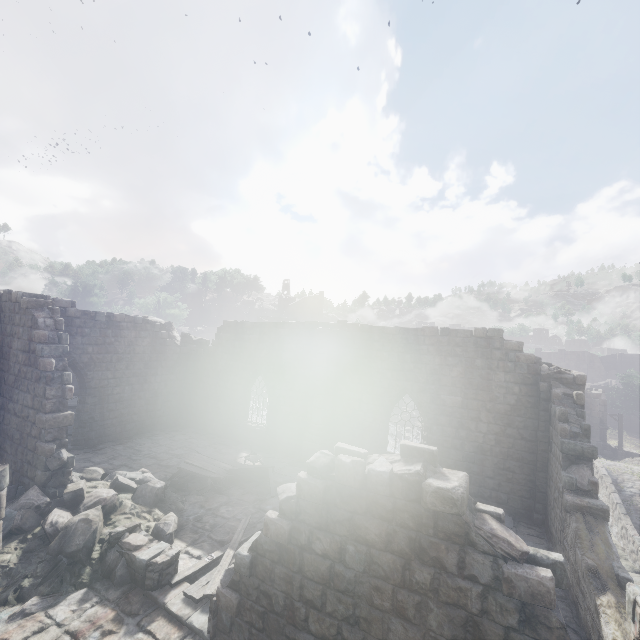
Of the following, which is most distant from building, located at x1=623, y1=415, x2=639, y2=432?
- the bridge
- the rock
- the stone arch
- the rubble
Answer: the bridge

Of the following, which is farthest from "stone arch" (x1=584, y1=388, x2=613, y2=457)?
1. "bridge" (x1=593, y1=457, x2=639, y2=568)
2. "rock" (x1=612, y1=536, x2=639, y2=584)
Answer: "bridge" (x1=593, y1=457, x2=639, y2=568)

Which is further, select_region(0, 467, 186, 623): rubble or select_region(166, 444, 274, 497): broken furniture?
select_region(166, 444, 274, 497): broken furniture

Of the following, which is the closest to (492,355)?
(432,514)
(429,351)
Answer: (429,351)

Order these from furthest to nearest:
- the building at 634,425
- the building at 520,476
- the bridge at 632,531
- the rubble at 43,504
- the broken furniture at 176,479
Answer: the building at 634,425, the bridge at 632,531, the broken furniture at 176,479, the rubble at 43,504, the building at 520,476

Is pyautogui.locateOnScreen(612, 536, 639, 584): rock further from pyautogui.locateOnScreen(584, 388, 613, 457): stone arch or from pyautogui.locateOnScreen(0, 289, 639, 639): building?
pyautogui.locateOnScreen(0, 289, 639, 639): building

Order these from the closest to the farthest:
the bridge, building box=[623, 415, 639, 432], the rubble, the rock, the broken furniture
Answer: the rubble, the broken furniture, the rock, the bridge, building box=[623, 415, 639, 432]

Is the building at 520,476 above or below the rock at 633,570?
above
